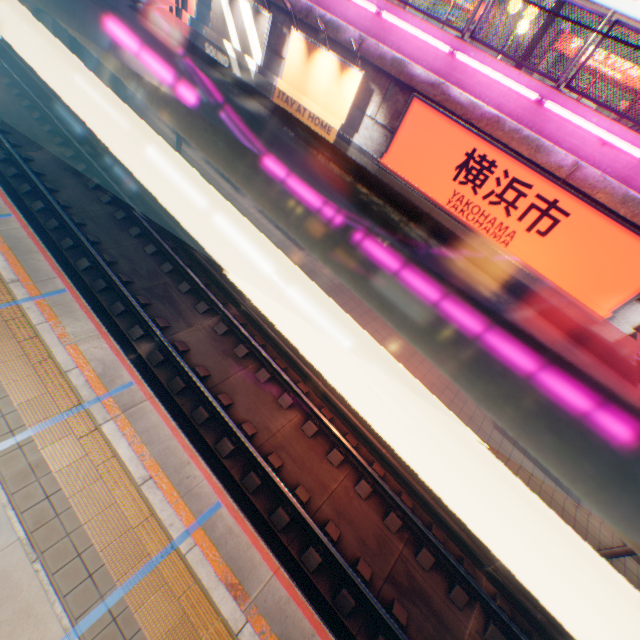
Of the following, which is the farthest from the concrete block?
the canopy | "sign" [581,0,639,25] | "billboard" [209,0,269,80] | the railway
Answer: "sign" [581,0,639,25]

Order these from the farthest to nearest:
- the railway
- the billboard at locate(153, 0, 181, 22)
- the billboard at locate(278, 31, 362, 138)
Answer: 1. the billboard at locate(153, 0, 181, 22)
2. the billboard at locate(278, 31, 362, 138)
3. the railway

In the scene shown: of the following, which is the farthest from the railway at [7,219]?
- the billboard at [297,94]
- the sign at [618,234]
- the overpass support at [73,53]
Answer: the sign at [618,234]

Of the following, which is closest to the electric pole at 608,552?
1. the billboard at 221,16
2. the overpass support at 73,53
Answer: the overpass support at 73,53

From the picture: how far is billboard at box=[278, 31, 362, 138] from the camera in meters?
8.4

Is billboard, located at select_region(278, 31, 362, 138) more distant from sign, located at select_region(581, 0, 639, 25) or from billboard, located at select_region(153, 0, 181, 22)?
sign, located at select_region(581, 0, 639, 25)

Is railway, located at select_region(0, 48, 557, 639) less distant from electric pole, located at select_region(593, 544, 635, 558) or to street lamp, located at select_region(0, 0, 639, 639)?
electric pole, located at select_region(593, 544, 635, 558)

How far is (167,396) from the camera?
8.18m
